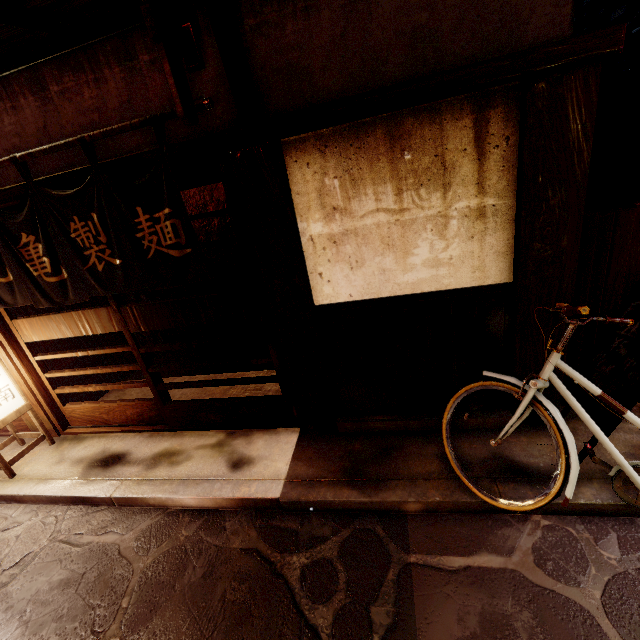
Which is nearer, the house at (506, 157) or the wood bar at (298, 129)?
the wood bar at (298, 129)

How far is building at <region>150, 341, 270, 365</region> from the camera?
10.5 meters

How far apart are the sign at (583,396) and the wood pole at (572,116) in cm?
1

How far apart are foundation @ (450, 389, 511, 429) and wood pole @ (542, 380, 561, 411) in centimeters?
1cm

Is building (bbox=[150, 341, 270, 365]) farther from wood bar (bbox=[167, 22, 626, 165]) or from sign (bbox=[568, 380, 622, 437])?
sign (bbox=[568, 380, 622, 437])

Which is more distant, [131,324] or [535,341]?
[131,324]

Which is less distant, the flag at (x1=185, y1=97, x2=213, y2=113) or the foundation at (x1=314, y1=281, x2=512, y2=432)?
the flag at (x1=185, y1=97, x2=213, y2=113)

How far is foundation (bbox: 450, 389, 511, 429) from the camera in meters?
5.6
